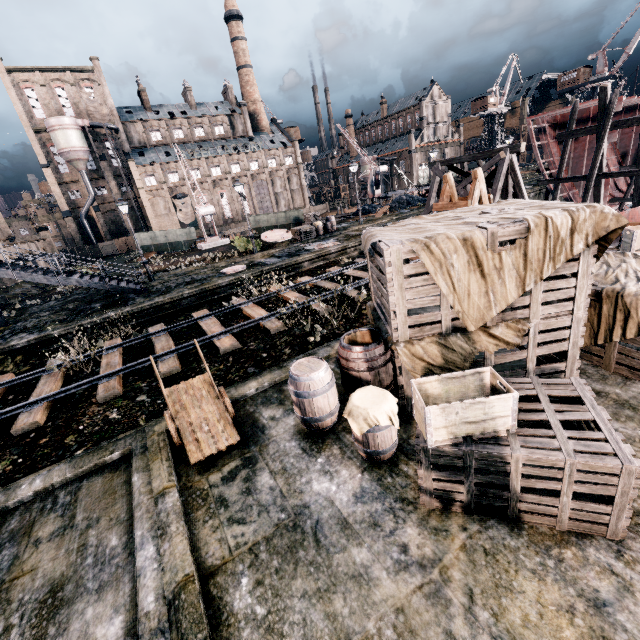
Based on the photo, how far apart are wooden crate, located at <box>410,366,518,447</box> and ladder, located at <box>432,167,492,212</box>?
5.3 meters

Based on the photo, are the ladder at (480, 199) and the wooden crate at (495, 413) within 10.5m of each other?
yes

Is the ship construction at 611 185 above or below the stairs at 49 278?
below

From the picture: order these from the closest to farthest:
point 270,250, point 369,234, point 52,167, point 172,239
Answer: point 369,234, point 270,250, point 172,239, point 52,167

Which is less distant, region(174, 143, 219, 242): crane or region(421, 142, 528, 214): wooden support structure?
region(421, 142, 528, 214): wooden support structure

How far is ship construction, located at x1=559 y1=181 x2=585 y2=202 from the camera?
29.7m

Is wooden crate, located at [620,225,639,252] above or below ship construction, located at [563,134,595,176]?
below

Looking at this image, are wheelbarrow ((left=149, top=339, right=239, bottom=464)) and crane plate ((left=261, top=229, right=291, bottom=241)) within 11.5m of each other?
no
